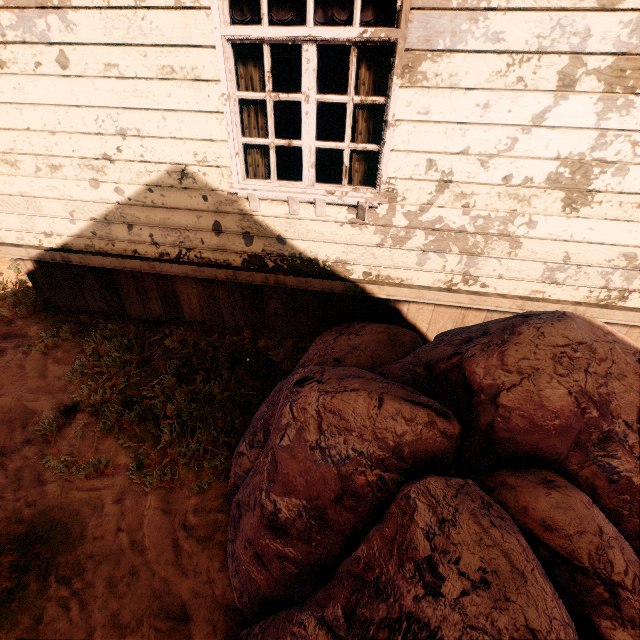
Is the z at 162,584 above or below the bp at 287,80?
below

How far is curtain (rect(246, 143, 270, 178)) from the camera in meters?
3.0

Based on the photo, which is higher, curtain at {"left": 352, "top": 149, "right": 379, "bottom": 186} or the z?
curtain at {"left": 352, "top": 149, "right": 379, "bottom": 186}

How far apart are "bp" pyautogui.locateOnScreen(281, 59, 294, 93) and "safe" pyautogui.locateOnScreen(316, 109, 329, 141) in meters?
0.7 m

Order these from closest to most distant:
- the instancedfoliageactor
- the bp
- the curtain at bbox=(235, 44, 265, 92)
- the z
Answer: the instancedfoliageactor
the z
the curtain at bbox=(235, 44, 265, 92)
the bp

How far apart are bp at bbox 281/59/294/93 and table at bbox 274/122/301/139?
0.97m

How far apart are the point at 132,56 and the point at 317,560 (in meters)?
3.76

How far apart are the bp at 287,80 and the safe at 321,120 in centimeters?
70cm
